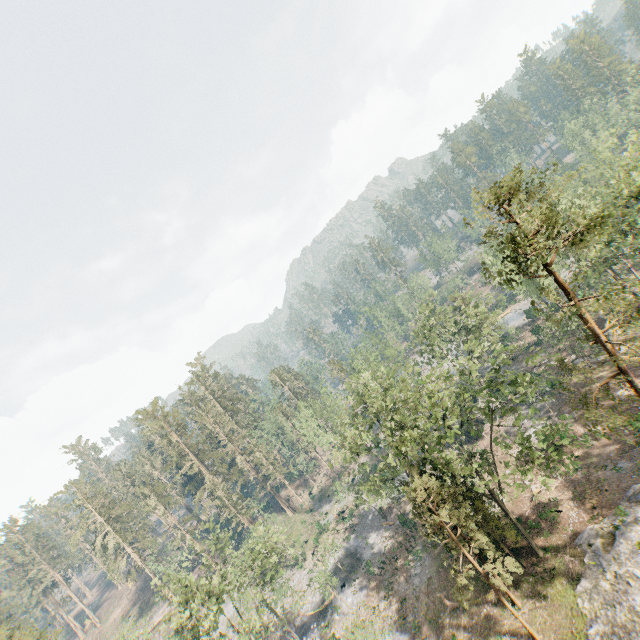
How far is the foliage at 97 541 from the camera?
57.21m

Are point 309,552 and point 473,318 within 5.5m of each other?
no

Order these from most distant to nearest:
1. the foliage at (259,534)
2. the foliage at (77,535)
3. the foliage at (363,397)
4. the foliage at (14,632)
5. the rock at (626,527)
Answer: the foliage at (77,535) → the foliage at (14,632) → the foliage at (259,534) → the foliage at (363,397) → the rock at (626,527)

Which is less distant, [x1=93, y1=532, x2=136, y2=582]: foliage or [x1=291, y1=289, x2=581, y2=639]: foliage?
[x1=291, y1=289, x2=581, y2=639]: foliage

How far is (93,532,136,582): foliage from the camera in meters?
57.2

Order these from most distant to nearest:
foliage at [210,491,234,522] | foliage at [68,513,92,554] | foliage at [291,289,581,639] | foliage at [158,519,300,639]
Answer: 1. foliage at [210,491,234,522]
2. foliage at [68,513,92,554]
3. foliage at [158,519,300,639]
4. foliage at [291,289,581,639]
